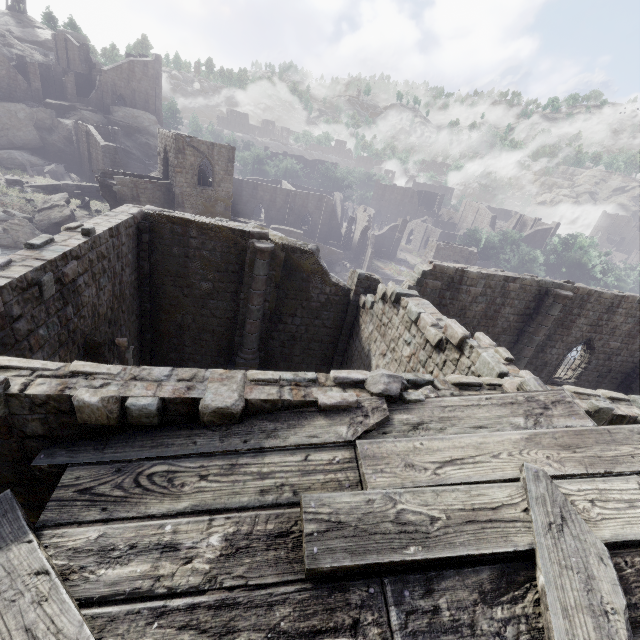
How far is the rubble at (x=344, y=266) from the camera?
44.1m

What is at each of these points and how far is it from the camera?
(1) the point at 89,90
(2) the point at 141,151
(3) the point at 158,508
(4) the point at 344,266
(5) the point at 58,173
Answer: (1) building, 58.3m
(2) rock, 56.9m
(3) wooden plank rubble, 3.5m
(4) rubble, 45.1m
(5) wooden plank rubble, 43.0m

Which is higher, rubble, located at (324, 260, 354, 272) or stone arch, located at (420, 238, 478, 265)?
stone arch, located at (420, 238, 478, 265)

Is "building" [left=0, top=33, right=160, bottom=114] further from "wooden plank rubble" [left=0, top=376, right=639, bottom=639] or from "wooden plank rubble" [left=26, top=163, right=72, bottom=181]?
"wooden plank rubble" [left=26, top=163, right=72, bottom=181]

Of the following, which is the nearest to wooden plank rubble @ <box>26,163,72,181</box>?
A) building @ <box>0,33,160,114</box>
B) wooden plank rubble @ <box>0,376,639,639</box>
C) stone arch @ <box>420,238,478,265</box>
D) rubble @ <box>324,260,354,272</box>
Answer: building @ <box>0,33,160,114</box>

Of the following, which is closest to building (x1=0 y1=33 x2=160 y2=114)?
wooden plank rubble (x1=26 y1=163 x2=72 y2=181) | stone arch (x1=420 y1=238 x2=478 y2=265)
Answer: stone arch (x1=420 y1=238 x2=478 y2=265)

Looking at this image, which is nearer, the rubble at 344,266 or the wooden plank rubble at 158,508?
the wooden plank rubble at 158,508

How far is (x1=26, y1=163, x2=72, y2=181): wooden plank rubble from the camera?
42.00m
